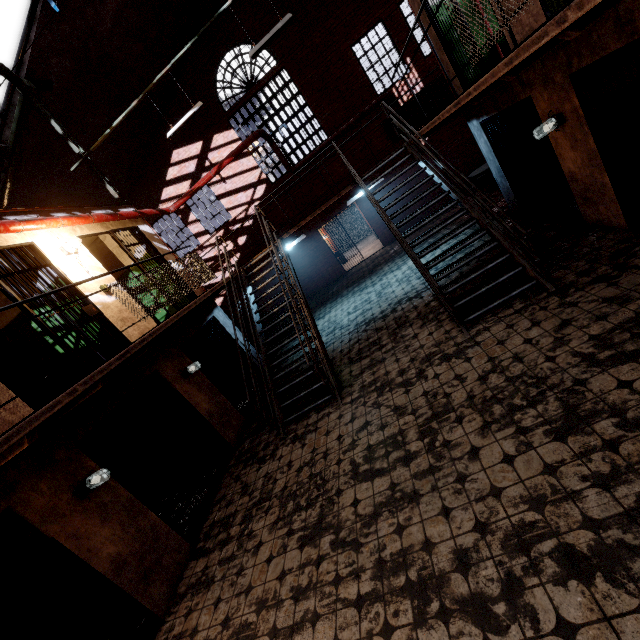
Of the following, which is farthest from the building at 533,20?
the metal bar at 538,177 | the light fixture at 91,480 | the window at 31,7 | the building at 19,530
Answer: the building at 19,530

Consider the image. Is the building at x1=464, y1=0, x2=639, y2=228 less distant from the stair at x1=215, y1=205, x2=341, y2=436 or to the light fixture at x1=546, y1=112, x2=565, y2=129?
the light fixture at x1=546, y1=112, x2=565, y2=129

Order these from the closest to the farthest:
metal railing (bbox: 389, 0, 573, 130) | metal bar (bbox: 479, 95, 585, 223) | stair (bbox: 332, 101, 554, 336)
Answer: metal railing (bbox: 389, 0, 573, 130), stair (bbox: 332, 101, 554, 336), metal bar (bbox: 479, 95, 585, 223)

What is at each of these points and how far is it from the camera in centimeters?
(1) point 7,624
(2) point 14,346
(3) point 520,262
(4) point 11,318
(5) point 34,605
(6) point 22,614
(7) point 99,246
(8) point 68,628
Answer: (1) building, 480cm
(2) building, 657cm
(3) stair, 523cm
(4) building, 633cm
(5) building, 455cm
(6) building, 466cm
(7) building, 877cm
(8) building, 471cm

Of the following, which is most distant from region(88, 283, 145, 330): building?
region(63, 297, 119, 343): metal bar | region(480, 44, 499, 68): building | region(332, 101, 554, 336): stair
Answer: region(480, 44, 499, 68): building

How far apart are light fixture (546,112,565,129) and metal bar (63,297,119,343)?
7.69m

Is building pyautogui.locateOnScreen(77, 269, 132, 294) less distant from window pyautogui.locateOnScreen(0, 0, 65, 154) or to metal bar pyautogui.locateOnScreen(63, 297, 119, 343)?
metal bar pyautogui.locateOnScreen(63, 297, 119, 343)

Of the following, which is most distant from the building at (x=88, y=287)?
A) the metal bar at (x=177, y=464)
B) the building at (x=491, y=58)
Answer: the building at (x=491, y=58)
